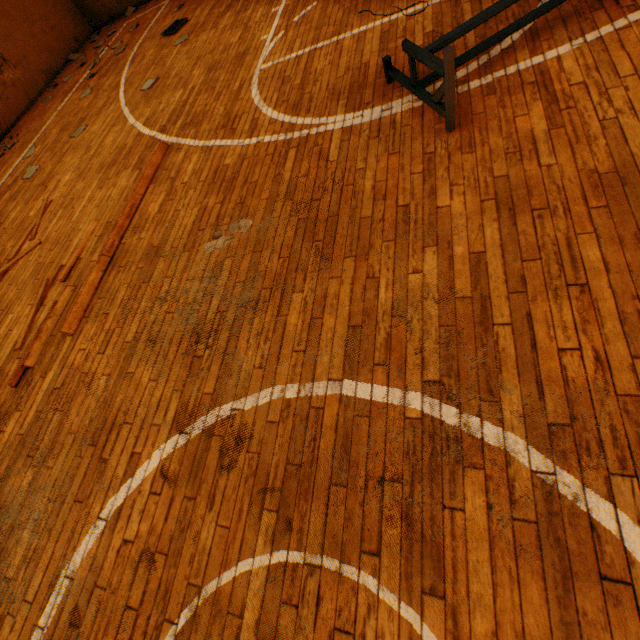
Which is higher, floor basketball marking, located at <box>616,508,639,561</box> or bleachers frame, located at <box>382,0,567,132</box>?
bleachers frame, located at <box>382,0,567,132</box>

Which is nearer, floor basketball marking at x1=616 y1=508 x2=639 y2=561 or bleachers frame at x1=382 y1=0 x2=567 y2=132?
floor basketball marking at x1=616 y1=508 x2=639 y2=561

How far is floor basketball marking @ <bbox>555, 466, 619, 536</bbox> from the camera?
1.37m

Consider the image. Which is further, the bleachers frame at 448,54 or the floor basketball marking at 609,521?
the bleachers frame at 448,54

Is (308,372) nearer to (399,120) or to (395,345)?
(395,345)

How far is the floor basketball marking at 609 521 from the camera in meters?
1.4
